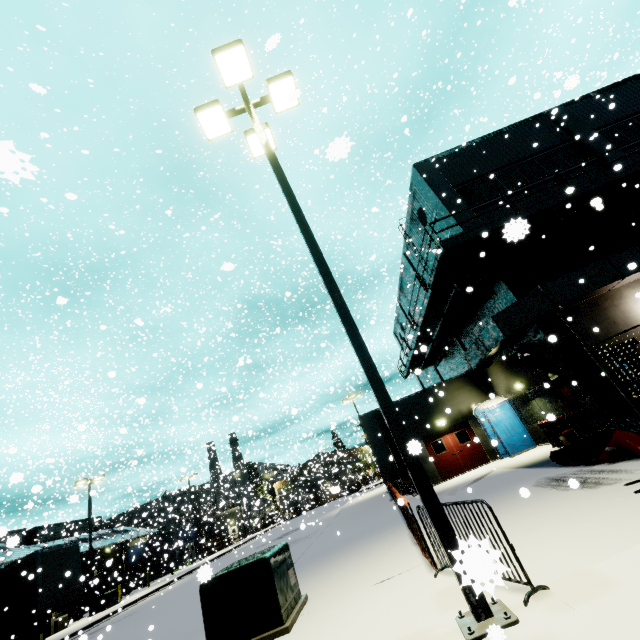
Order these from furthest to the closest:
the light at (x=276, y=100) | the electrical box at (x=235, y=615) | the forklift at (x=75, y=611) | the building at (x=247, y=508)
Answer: the building at (x=247, y=508) → the forklift at (x=75, y=611) → the electrical box at (x=235, y=615) → the light at (x=276, y=100)

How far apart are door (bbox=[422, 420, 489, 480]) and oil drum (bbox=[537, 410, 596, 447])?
6.2 meters

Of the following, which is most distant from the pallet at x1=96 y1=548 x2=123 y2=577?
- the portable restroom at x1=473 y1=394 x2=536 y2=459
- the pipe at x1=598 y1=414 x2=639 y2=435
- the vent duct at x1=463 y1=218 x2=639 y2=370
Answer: the pipe at x1=598 y1=414 x2=639 y2=435

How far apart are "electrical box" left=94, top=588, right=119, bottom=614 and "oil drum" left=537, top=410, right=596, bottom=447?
33.3m

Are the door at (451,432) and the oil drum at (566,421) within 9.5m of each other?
yes

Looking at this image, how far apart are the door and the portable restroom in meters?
0.8

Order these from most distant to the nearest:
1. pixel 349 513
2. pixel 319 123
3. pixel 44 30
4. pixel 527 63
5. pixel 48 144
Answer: pixel 319 123
pixel 527 63
pixel 349 513
pixel 48 144
pixel 44 30

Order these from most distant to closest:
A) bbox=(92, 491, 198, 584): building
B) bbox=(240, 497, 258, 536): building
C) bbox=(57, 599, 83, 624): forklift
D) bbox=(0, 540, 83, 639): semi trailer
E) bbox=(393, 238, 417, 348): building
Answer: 1. bbox=(92, 491, 198, 584): building
2. bbox=(240, 497, 258, 536): building
3. bbox=(57, 599, 83, 624): forklift
4. bbox=(393, 238, 417, 348): building
5. bbox=(0, 540, 83, 639): semi trailer
